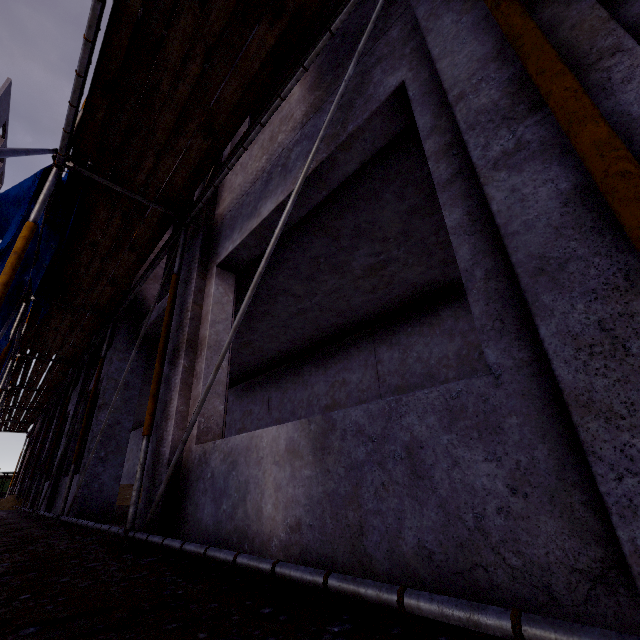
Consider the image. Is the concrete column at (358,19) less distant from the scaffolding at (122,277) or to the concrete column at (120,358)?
the scaffolding at (122,277)

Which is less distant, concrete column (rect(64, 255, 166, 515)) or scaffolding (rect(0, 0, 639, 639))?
scaffolding (rect(0, 0, 639, 639))

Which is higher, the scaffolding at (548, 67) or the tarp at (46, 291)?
the tarp at (46, 291)

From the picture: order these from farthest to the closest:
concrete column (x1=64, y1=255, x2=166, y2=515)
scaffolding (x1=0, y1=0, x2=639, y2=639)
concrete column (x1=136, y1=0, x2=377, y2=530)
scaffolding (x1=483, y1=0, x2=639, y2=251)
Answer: concrete column (x1=64, y1=255, x2=166, y2=515)
concrete column (x1=136, y1=0, x2=377, y2=530)
scaffolding (x1=0, y1=0, x2=639, y2=639)
scaffolding (x1=483, y1=0, x2=639, y2=251)

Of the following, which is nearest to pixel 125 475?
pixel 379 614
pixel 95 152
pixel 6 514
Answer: pixel 6 514

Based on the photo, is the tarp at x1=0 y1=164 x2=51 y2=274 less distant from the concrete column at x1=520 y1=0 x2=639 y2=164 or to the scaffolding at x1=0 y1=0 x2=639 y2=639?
the scaffolding at x1=0 y1=0 x2=639 y2=639

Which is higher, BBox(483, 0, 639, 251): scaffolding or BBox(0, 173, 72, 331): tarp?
BBox(0, 173, 72, 331): tarp

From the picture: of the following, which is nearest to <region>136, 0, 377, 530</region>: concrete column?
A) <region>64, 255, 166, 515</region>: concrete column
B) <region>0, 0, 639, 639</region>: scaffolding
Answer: <region>0, 0, 639, 639</region>: scaffolding
